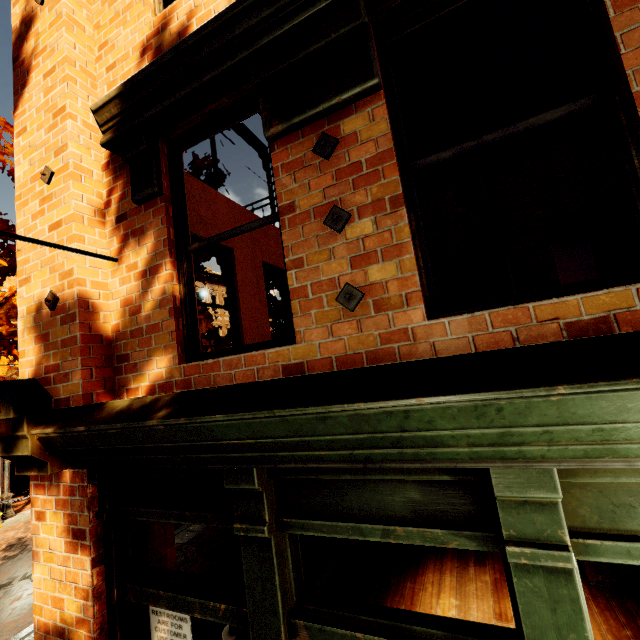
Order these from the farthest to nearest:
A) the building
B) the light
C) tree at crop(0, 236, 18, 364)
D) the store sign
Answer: the light < tree at crop(0, 236, 18, 364) < the store sign < the building

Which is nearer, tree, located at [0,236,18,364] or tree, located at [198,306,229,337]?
→ tree, located at [0,236,18,364]

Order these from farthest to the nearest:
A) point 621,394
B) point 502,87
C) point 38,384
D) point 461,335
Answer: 1. point 502,87
2. point 38,384
3. point 461,335
4. point 621,394

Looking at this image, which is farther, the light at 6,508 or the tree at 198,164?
the light at 6,508

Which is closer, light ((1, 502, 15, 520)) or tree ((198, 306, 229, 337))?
tree ((198, 306, 229, 337))

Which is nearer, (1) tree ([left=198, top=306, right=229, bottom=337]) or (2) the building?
(2) the building

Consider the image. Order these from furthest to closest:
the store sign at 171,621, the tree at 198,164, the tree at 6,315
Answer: the tree at 198,164 → the tree at 6,315 → the store sign at 171,621
